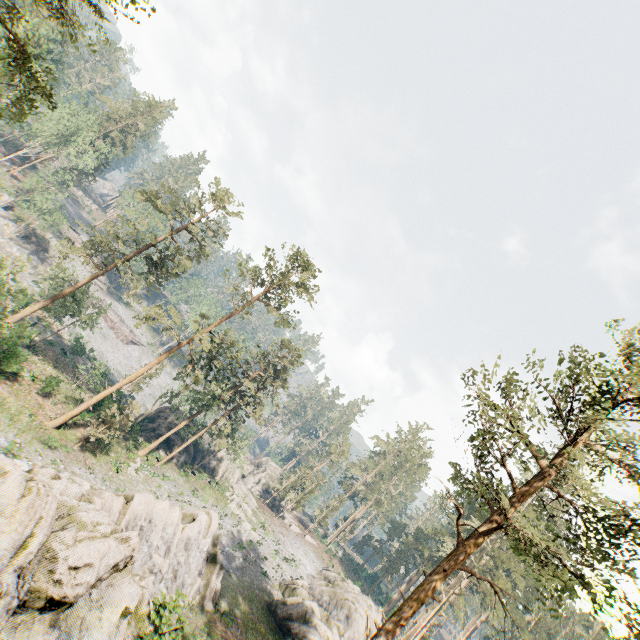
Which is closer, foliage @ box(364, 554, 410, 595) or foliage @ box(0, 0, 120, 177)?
foliage @ box(0, 0, 120, 177)

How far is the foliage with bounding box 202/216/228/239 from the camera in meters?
33.4 m

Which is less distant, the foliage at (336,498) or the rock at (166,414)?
the rock at (166,414)

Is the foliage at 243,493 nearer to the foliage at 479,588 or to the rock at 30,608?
the rock at 30,608

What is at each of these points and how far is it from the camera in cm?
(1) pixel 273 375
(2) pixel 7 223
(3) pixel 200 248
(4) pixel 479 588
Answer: (1) foliage, 3909
(2) rock, 4919
(3) foliage, 3641
(4) foliage, 4450

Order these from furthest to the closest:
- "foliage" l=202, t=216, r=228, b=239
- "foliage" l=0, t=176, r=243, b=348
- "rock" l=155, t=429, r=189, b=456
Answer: "rock" l=155, t=429, r=189, b=456
"foliage" l=202, t=216, r=228, b=239
"foliage" l=0, t=176, r=243, b=348

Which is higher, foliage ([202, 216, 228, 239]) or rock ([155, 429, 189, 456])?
foliage ([202, 216, 228, 239])

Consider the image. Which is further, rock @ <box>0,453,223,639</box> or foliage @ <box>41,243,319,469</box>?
foliage @ <box>41,243,319,469</box>
